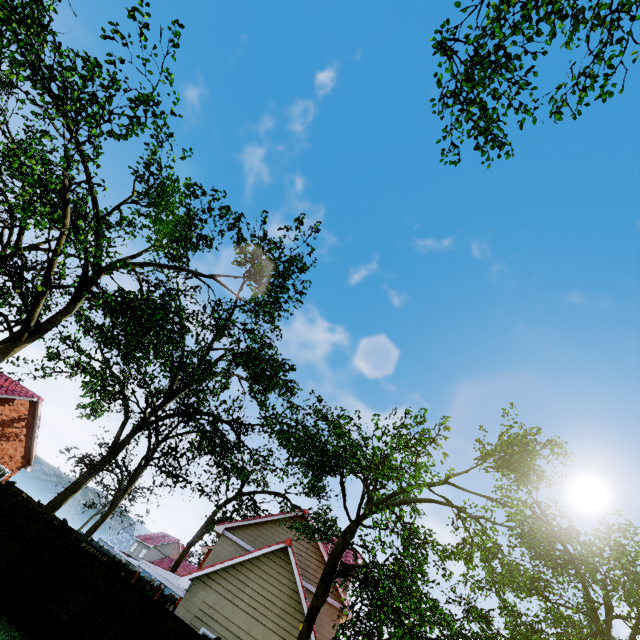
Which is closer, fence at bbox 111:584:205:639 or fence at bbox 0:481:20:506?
fence at bbox 111:584:205:639

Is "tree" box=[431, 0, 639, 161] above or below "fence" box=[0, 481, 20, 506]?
above

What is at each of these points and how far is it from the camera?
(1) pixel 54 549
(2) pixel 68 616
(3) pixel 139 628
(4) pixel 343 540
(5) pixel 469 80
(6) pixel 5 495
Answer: (1) fence, 11.12m
(2) fence, 10.02m
(3) fence, 10.02m
(4) tree, 13.16m
(5) tree, 13.05m
(6) fence, 12.11m

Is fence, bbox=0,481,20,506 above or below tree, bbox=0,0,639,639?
below

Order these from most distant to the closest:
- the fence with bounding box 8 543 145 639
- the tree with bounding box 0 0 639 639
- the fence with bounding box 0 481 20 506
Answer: the fence with bounding box 0 481 20 506 → the fence with bounding box 8 543 145 639 → the tree with bounding box 0 0 639 639

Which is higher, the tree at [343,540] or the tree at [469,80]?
the tree at [469,80]

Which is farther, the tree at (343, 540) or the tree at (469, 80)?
the tree at (469, 80)
